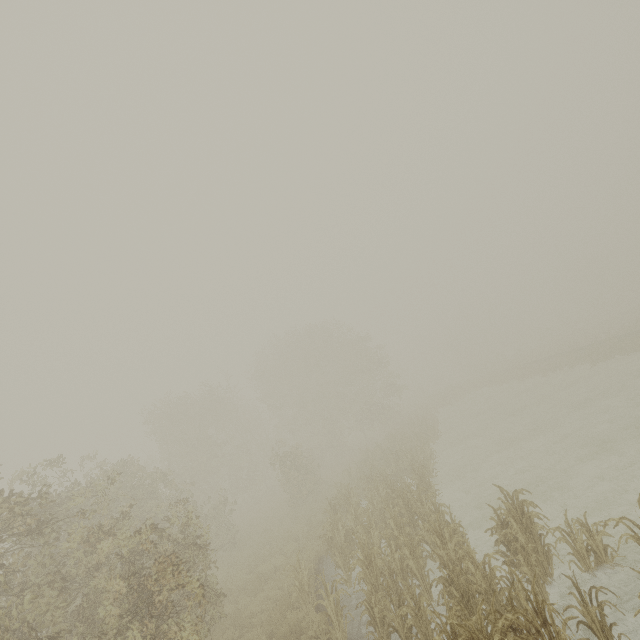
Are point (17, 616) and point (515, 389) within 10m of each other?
no
